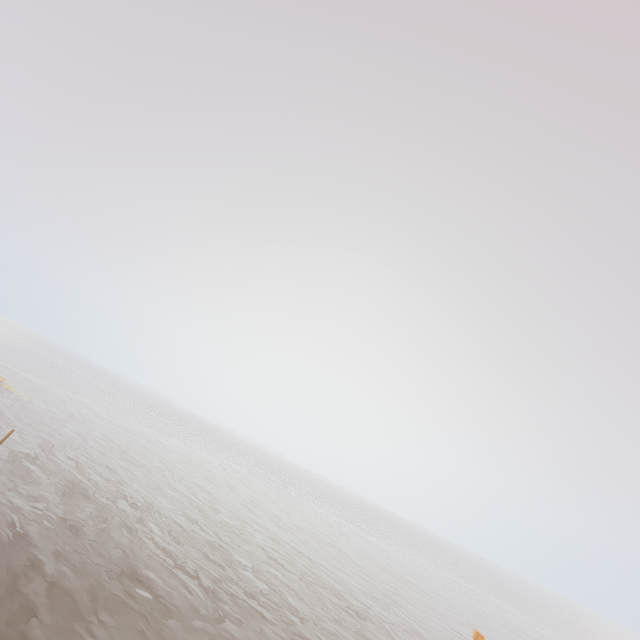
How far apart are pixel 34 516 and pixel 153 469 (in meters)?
24.50
